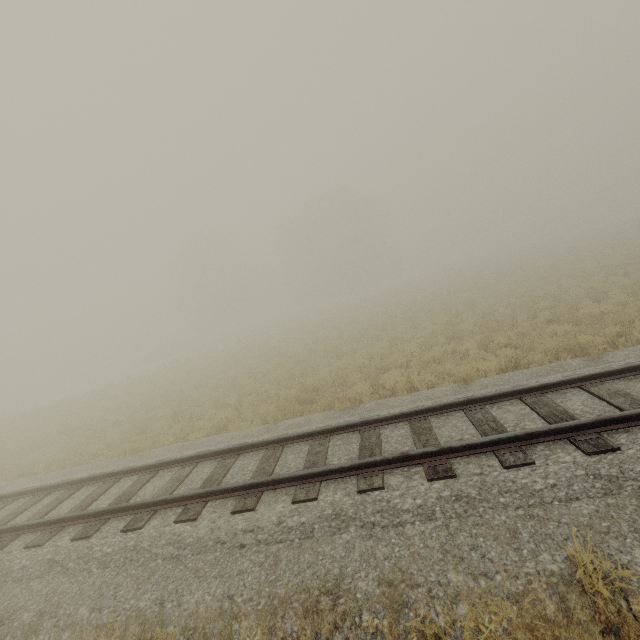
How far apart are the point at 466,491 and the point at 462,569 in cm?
108
